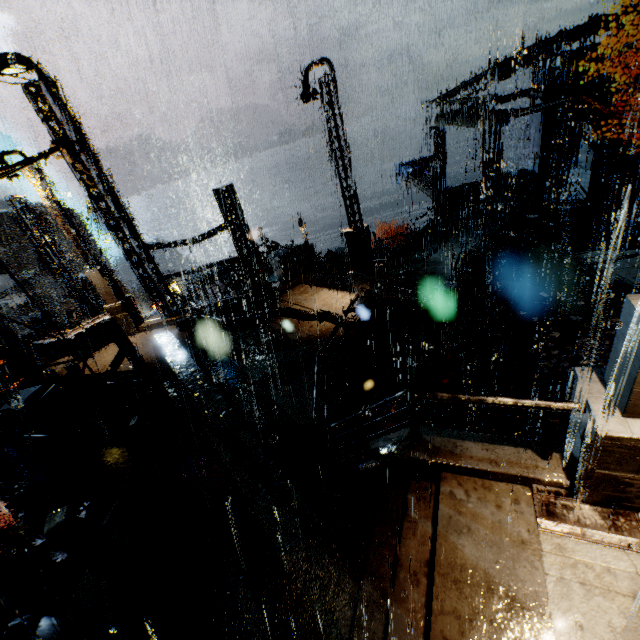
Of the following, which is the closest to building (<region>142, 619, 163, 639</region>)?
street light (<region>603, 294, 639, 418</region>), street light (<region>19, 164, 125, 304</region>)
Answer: street light (<region>19, 164, 125, 304</region>)

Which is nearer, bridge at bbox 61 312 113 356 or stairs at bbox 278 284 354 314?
stairs at bbox 278 284 354 314

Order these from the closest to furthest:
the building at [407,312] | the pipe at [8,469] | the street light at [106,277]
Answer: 1. the pipe at [8,469]
2. the building at [407,312]
3. the street light at [106,277]

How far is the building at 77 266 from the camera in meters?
57.7 m

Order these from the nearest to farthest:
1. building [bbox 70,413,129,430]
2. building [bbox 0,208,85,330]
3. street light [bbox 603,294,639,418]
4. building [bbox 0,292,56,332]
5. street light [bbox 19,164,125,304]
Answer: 1. street light [bbox 603,294,639,418]
2. building [bbox 70,413,129,430]
3. street light [bbox 19,164,125,304]
4. building [bbox 0,292,56,332]
5. building [bbox 0,208,85,330]

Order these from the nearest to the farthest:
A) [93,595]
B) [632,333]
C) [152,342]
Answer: [632,333]
[93,595]
[152,342]

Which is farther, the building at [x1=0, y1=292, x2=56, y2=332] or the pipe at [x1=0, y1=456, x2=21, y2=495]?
the building at [x1=0, y1=292, x2=56, y2=332]

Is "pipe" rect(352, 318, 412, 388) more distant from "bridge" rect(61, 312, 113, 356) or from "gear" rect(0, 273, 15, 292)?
"gear" rect(0, 273, 15, 292)
